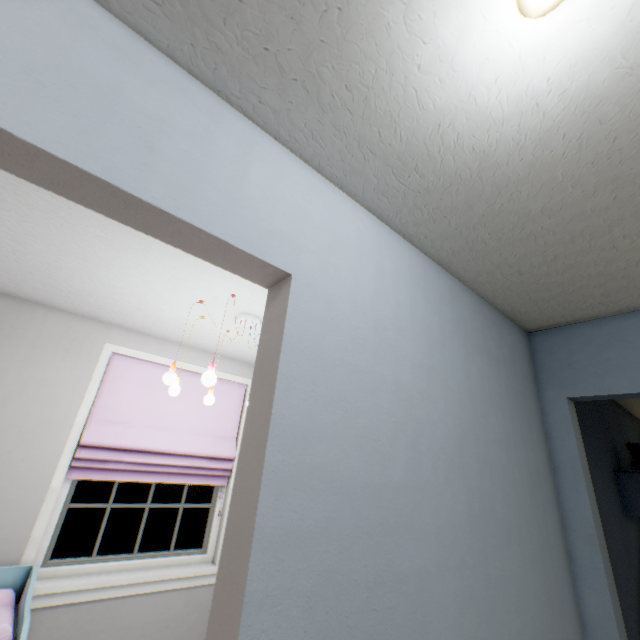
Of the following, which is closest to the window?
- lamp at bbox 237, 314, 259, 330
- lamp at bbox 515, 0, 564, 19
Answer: lamp at bbox 237, 314, 259, 330

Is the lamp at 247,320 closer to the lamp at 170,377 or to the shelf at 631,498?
the lamp at 170,377

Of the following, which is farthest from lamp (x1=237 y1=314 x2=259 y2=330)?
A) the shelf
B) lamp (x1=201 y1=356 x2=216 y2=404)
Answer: the shelf

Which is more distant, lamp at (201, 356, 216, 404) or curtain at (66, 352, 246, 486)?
curtain at (66, 352, 246, 486)

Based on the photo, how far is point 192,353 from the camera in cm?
284

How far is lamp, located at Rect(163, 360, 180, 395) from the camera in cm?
171

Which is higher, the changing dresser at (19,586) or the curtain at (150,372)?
the curtain at (150,372)

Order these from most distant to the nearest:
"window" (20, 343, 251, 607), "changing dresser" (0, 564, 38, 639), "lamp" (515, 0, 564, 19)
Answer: "window" (20, 343, 251, 607), "changing dresser" (0, 564, 38, 639), "lamp" (515, 0, 564, 19)
